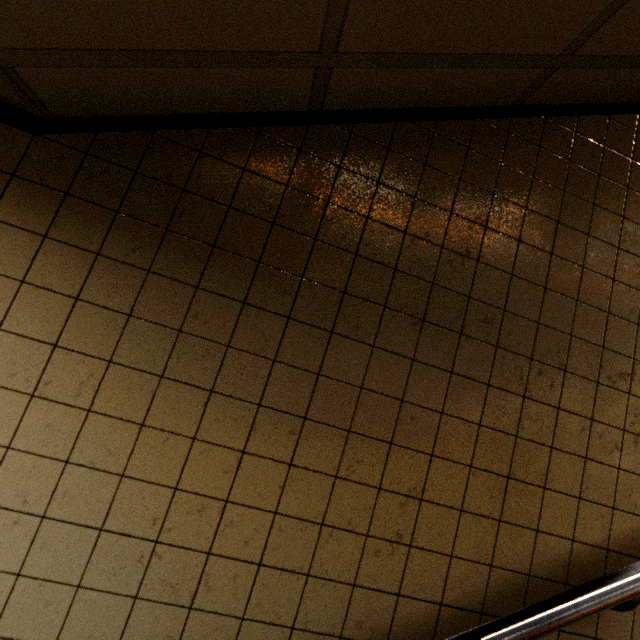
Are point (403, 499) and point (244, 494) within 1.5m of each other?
yes
